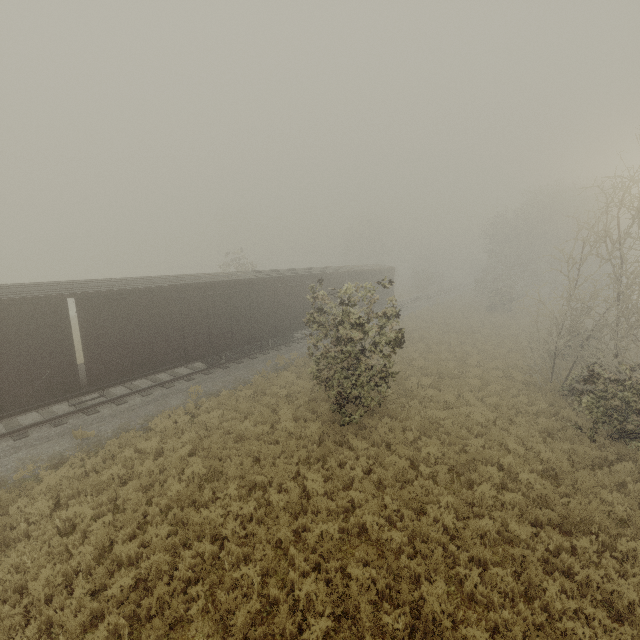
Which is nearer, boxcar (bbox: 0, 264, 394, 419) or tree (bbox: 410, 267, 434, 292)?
boxcar (bbox: 0, 264, 394, 419)

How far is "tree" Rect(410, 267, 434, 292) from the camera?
51.12m

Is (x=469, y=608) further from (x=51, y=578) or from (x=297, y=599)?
(x=51, y=578)

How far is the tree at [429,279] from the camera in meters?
51.1 m

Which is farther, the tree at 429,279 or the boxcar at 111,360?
the tree at 429,279
